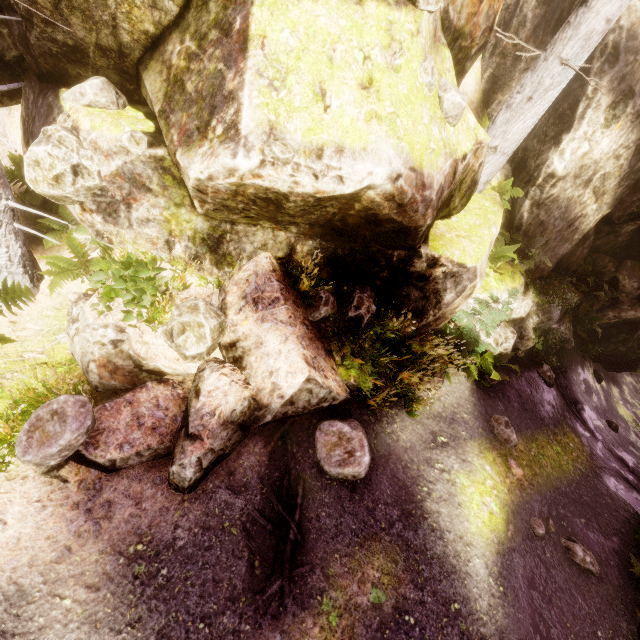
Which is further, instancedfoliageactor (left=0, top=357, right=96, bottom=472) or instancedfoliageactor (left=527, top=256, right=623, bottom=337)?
instancedfoliageactor (left=527, top=256, right=623, bottom=337)

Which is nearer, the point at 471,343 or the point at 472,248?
the point at 472,248

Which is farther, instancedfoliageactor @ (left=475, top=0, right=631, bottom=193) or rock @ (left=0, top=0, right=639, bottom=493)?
instancedfoliageactor @ (left=475, top=0, right=631, bottom=193)

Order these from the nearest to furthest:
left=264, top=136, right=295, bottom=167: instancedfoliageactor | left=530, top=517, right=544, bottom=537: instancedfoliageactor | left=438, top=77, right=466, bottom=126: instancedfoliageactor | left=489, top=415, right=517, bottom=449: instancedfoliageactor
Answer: left=264, top=136, right=295, bottom=167: instancedfoliageactor
left=438, top=77, right=466, bottom=126: instancedfoliageactor
left=530, top=517, right=544, bottom=537: instancedfoliageactor
left=489, top=415, right=517, bottom=449: instancedfoliageactor

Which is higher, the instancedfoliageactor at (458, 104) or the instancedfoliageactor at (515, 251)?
the instancedfoliageactor at (458, 104)

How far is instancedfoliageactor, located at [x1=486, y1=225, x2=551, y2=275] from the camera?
8.2 meters

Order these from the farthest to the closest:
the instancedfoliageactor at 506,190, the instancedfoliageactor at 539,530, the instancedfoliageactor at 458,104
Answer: the instancedfoliageactor at 506,190 → the instancedfoliageactor at 539,530 → the instancedfoliageactor at 458,104
